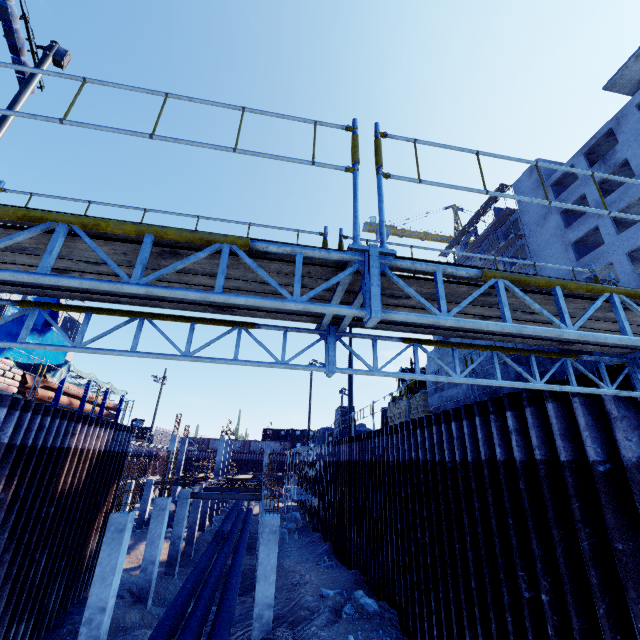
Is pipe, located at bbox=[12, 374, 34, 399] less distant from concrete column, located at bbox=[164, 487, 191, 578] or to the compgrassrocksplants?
concrete column, located at bbox=[164, 487, 191, 578]

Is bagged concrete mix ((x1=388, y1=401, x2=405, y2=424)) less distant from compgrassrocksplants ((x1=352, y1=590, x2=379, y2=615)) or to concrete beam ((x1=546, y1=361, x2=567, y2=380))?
concrete beam ((x1=546, y1=361, x2=567, y2=380))

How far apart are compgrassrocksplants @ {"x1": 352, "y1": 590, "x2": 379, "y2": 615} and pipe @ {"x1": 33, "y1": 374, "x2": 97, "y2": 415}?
12.23m

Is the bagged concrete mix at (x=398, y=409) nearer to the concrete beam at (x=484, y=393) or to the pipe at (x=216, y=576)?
the concrete beam at (x=484, y=393)

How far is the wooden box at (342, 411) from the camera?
23.8 meters

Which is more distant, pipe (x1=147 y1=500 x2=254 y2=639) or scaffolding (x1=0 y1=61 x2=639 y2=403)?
pipe (x1=147 y1=500 x2=254 y2=639)

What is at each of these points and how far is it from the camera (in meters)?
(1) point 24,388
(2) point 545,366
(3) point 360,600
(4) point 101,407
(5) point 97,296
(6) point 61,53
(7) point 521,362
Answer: (1) pipe, 11.37
(2) concrete beam, 6.16
(3) compgrassrocksplants, 10.34
(4) pipe, 15.35
(5) scaffolding, 3.13
(6) electrical box, 10.92
(7) concrete beam, 7.40

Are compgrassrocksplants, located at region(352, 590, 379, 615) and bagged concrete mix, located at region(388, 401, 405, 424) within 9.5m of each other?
yes
